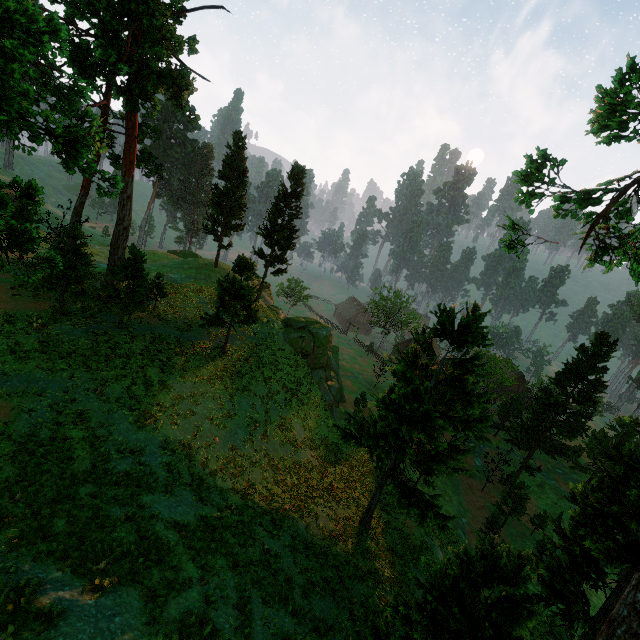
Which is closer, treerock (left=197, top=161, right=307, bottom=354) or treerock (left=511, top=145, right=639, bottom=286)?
treerock (left=511, top=145, right=639, bottom=286)

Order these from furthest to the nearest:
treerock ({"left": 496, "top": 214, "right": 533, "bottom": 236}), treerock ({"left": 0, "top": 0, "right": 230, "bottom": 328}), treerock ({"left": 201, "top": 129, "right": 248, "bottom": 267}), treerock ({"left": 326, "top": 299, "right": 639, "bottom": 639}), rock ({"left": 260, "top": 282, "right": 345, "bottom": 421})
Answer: treerock ({"left": 201, "top": 129, "right": 248, "bottom": 267}) < rock ({"left": 260, "top": 282, "right": 345, "bottom": 421}) < treerock ({"left": 496, "top": 214, "right": 533, "bottom": 236}) < treerock ({"left": 326, "top": 299, "right": 639, "bottom": 639}) < treerock ({"left": 0, "top": 0, "right": 230, "bottom": 328})

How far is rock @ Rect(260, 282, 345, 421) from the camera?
35.1 meters

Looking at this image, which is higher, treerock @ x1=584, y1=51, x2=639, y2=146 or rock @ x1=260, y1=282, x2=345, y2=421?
treerock @ x1=584, y1=51, x2=639, y2=146

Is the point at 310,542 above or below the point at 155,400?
below

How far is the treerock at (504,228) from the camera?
17.32m
